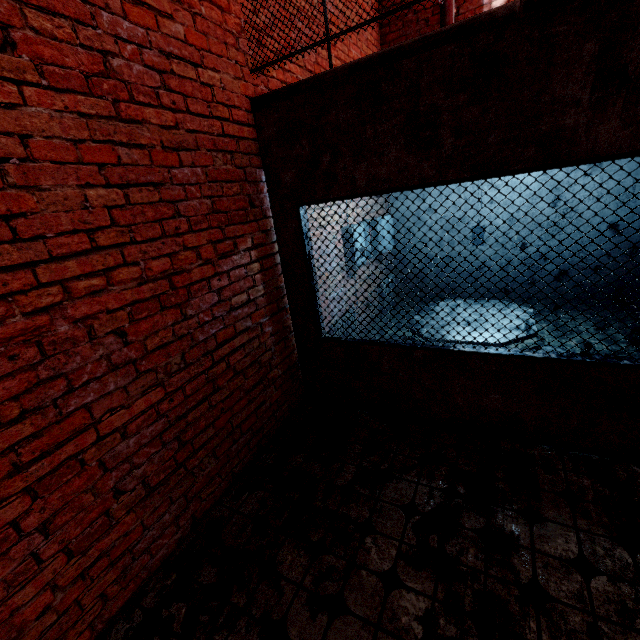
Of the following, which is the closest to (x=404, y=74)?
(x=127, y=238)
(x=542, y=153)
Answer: (x=542, y=153)

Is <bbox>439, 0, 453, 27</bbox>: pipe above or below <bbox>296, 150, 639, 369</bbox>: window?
above

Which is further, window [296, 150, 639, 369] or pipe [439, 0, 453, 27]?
pipe [439, 0, 453, 27]

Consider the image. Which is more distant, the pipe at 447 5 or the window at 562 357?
the pipe at 447 5

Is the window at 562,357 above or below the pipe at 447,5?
below
